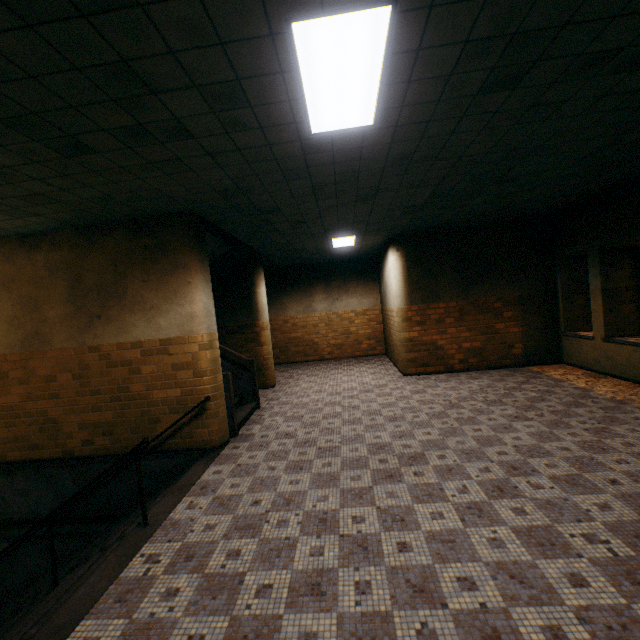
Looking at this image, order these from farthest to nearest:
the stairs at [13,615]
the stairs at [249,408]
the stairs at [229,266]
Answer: the stairs at [229,266], the stairs at [249,408], the stairs at [13,615]

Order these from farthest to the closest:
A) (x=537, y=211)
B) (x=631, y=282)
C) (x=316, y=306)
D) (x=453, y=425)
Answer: (x=316, y=306) < (x=537, y=211) < (x=631, y=282) < (x=453, y=425)

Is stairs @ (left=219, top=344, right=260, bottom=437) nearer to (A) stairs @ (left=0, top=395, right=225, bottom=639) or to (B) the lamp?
(A) stairs @ (left=0, top=395, right=225, bottom=639)

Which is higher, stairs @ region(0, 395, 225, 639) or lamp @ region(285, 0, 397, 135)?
lamp @ region(285, 0, 397, 135)

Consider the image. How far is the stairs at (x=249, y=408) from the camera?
A: 5.92m

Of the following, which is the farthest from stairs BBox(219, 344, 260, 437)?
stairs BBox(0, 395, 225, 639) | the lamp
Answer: the lamp

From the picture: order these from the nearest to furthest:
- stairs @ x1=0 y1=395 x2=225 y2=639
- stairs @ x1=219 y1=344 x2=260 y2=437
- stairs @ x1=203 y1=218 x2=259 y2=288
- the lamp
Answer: the lamp → stairs @ x1=0 y1=395 x2=225 y2=639 → stairs @ x1=219 y1=344 x2=260 y2=437 → stairs @ x1=203 y1=218 x2=259 y2=288
